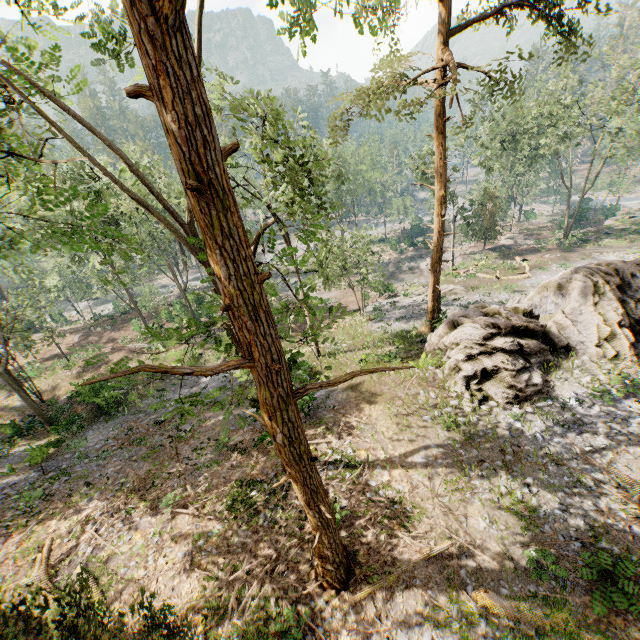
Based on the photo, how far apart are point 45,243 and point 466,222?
41.9 meters

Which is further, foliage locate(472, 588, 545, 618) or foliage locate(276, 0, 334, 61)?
foliage locate(472, 588, 545, 618)

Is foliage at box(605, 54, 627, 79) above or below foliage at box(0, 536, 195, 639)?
above

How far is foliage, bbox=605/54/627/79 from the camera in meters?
29.8 m

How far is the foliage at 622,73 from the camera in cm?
2975

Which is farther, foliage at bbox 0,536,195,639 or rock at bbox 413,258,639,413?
rock at bbox 413,258,639,413
